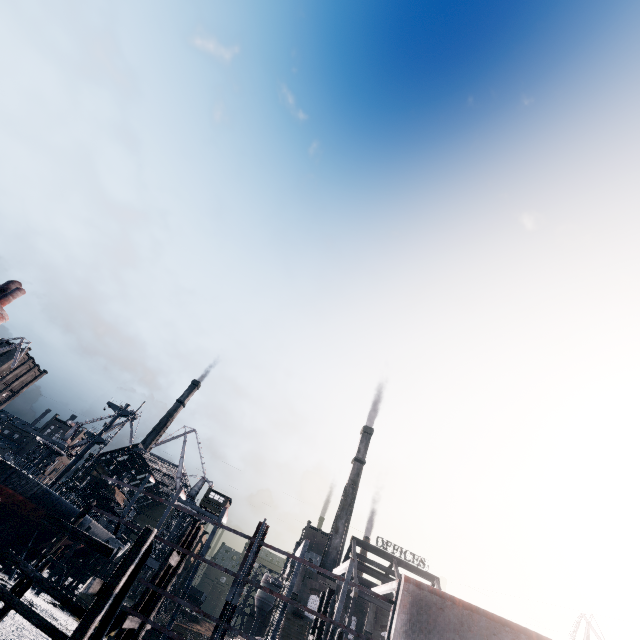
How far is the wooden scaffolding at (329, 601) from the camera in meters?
17.1 m

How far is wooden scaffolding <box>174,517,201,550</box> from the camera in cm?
1806

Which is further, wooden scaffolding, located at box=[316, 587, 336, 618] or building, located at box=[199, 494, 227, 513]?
building, located at box=[199, 494, 227, 513]

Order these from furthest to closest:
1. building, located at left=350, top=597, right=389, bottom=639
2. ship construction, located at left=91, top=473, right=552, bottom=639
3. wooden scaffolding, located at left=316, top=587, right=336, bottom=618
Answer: building, located at left=350, top=597, right=389, bottom=639 < wooden scaffolding, located at left=316, top=587, right=336, bottom=618 < ship construction, located at left=91, top=473, right=552, bottom=639

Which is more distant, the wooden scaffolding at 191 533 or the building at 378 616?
the building at 378 616

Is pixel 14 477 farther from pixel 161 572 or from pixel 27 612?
pixel 27 612

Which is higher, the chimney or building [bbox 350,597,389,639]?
the chimney

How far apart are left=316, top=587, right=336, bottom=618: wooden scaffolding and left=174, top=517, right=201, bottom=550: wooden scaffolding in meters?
8.3 m
